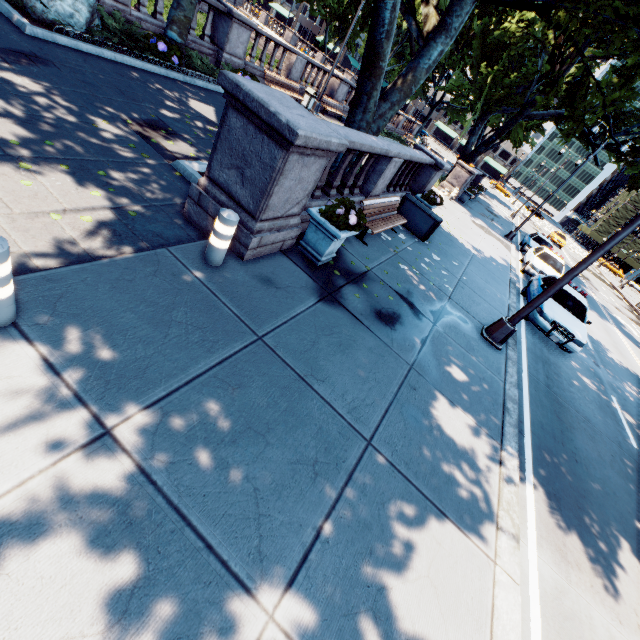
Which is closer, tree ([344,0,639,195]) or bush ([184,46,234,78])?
tree ([344,0,639,195])

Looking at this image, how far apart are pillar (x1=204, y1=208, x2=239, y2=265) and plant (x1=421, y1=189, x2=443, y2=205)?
9.5m

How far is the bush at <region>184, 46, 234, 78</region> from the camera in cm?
1182

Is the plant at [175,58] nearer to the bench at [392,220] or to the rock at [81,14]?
the rock at [81,14]

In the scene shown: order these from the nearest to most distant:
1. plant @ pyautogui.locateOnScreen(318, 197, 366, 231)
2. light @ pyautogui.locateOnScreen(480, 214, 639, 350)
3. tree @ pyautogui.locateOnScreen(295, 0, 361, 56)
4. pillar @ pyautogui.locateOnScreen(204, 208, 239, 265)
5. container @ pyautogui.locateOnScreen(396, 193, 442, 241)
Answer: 1. pillar @ pyautogui.locateOnScreen(204, 208, 239, 265)
2. plant @ pyautogui.locateOnScreen(318, 197, 366, 231)
3. light @ pyautogui.locateOnScreen(480, 214, 639, 350)
4. tree @ pyautogui.locateOnScreen(295, 0, 361, 56)
5. container @ pyautogui.locateOnScreen(396, 193, 442, 241)

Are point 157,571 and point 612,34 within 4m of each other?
no

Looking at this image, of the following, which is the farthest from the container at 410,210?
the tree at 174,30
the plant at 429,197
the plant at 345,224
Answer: the plant at 345,224

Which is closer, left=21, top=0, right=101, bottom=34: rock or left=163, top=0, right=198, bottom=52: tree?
left=21, top=0, right=101, bottom=34: rock
